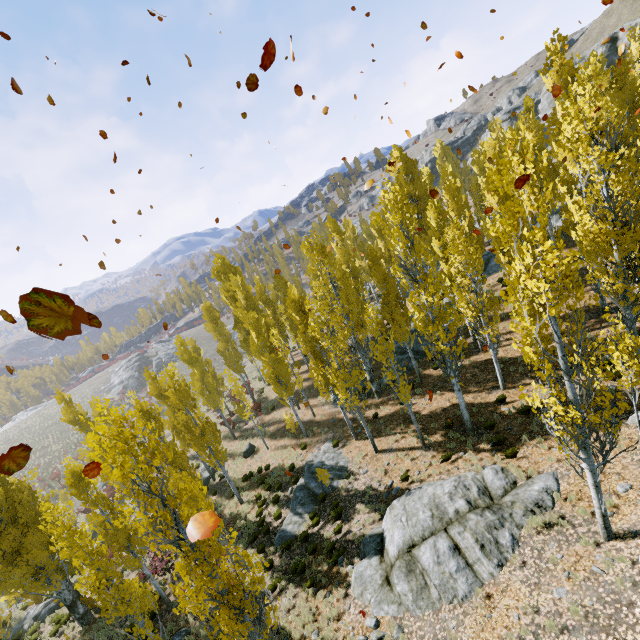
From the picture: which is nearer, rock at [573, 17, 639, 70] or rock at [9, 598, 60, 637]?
rock at [9, 598, 60, 637]

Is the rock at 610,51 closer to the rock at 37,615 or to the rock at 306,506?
the rock at 306,506

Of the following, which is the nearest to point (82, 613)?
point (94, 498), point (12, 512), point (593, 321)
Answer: point (12, 512)

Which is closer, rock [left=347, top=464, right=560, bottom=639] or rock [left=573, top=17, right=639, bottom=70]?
rock [left=347, top=464, right=560, bottom=639]

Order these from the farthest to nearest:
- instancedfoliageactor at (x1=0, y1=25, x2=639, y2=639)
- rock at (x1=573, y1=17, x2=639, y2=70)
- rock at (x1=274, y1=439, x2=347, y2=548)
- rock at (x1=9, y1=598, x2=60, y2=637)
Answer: rock at (x1=573, y1=17, x2=639, y2=70) < rock at (x1=9, y1=598, x2=60, y2=637) < rock at (x1=274, y1=439, x2=347, y2=548) < instancedfoliageactor at (x1=0, y1=25, x2=639, y2=639)

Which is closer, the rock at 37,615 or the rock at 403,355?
the rock at 37,615

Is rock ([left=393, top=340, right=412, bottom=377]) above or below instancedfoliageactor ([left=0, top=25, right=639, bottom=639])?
below

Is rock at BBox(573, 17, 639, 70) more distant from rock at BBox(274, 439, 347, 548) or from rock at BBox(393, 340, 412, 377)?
rock at BBox(393, 340, 412, 377)
